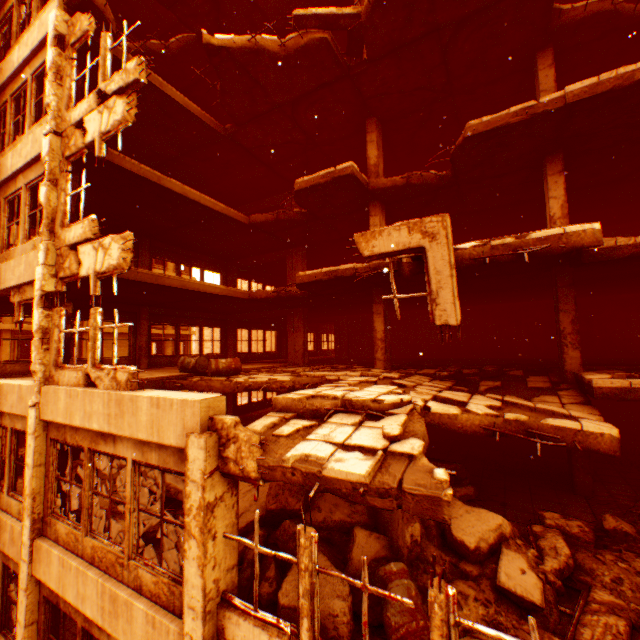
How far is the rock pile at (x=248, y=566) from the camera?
4.62m

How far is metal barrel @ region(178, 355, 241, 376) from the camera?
9.6m

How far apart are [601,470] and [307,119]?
14.4m

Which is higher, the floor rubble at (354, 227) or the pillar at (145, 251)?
the floor rubble at (354, 227)

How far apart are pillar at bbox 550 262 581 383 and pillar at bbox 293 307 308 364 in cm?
974

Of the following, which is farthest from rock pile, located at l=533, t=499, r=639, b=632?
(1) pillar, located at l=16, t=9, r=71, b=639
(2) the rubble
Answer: (1) pillar, located at l=16, t=9, r=71, b=639

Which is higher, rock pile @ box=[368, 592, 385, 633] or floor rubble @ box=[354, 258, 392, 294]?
floor rubble @ box=[354, 258, 392, 294]

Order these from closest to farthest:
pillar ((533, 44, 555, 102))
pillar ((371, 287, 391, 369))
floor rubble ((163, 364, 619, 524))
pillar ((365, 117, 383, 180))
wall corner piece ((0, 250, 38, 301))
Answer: floor rubble ((163, 364, 619, 524)), wall corner piece ((0, 250, 38, 301)), pillar ((533, 44, 555, 102)), pillar ((371, 287, 391, 369)), pillar ((365, 117, 383, 180))
